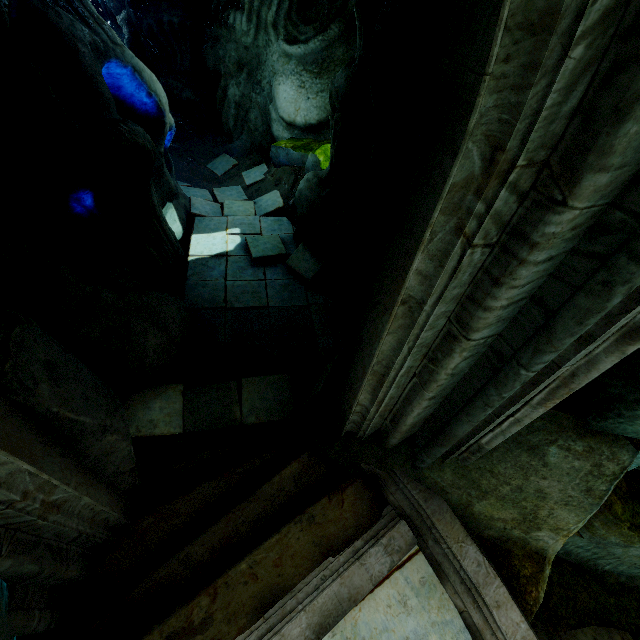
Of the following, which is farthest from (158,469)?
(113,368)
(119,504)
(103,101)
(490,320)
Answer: (103,101)
